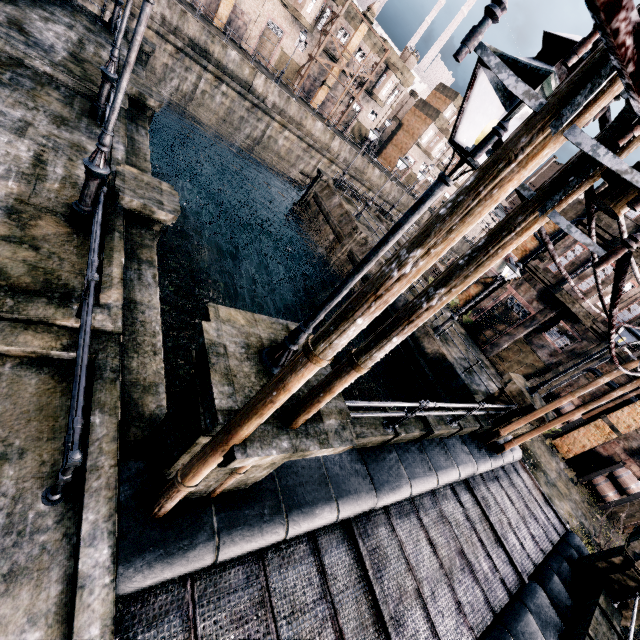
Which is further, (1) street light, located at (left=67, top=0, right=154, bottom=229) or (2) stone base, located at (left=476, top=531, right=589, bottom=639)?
(2) stone base, located at (left=476, top=531, right=589, bottom=639)

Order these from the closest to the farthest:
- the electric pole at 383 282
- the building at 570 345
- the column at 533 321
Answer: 1. the electric pole at 383 282
2. the building at 570 345
3. the column at 533 321

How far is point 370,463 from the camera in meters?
8.0 m

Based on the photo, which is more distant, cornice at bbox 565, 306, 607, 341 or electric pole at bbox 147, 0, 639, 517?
cornice at bbox 565, 306, 607, 341

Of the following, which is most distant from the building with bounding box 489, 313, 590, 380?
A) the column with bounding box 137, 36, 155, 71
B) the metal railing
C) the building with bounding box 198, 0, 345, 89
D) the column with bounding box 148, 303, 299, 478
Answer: the building with bounding box 198, 0, 345, 89

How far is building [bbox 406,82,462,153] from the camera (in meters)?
56.38

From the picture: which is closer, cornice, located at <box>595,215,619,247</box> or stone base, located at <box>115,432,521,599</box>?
stone base, located at <box>115,432,521,599</box>

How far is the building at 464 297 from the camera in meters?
29.2 m
